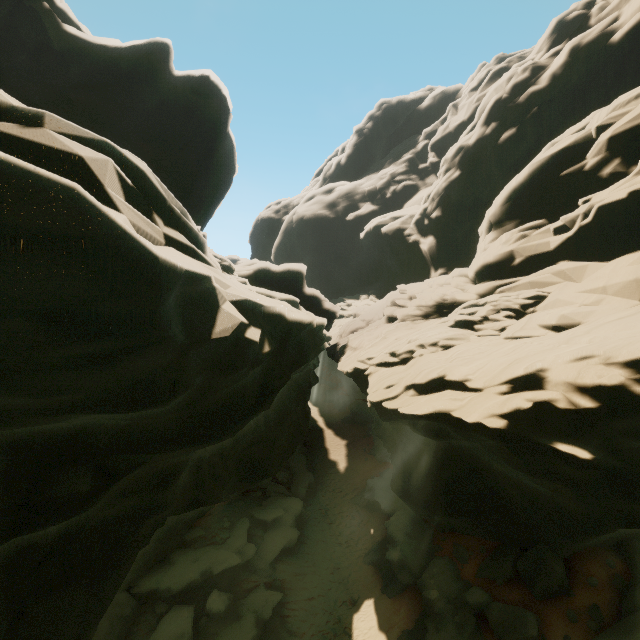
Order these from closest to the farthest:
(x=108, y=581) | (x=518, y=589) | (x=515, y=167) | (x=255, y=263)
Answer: (x=108, y=581)
(x=518, y=589)
(x=255, y=263)
(x=515, y=167)

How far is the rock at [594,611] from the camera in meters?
10.1 m

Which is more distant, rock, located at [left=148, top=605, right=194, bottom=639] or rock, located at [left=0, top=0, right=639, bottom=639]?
rock, located at [left=148, top=605, right=194, bottom=639]

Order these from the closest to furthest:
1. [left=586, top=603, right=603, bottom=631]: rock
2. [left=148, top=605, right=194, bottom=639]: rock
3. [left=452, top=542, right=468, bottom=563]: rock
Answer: [left=586, top=603, right=603, bottom=631]: rock → [left=148, top=605, right=194, bottom=639]: rock → [left=452, top=542, right=468, bottom=563]: rock

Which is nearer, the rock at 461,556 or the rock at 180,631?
the rock at 180,631

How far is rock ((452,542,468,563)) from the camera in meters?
14.9

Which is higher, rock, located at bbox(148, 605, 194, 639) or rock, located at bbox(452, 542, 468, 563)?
rock, located at bbox(452, 542, 468, 563)
